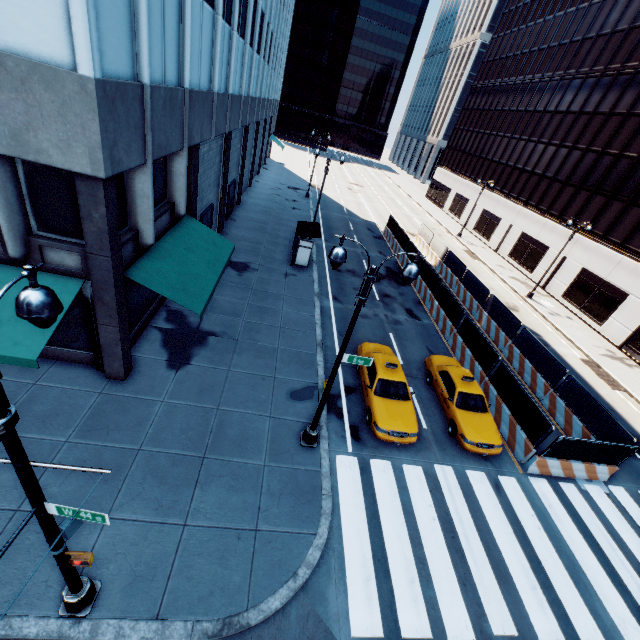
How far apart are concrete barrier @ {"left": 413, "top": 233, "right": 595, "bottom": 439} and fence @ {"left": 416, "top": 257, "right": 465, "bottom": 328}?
0.0 meters

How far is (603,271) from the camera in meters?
27.7

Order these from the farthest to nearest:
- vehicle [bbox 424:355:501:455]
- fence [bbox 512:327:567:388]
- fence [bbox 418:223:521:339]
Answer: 1. fence [bbox 418:223:521:339]
2. fence [bbox 512:327:567:388]
3. vehicle [bbox 424:355:501:455]

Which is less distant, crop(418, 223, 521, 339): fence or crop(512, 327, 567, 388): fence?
crop(512, 327, 567, 388): fence

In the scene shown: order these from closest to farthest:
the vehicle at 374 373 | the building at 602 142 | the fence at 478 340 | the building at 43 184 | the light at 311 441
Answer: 1. the building at 43 184
2. the light at 311 441
3. the vehicle at 374 373
4. the fence at 478 340
5. the building at 602 142

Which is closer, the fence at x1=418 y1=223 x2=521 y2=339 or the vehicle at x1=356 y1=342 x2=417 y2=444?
the vehicle at x1=356 y1=342 x2=417 y2=444

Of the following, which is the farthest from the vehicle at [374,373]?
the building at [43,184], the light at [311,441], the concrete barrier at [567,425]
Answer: the building at [43,184]

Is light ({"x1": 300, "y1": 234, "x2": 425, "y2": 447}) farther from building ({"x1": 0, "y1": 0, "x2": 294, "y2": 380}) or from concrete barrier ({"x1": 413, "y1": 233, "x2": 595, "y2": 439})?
concrete barrier ({"x1": 413, "y1": 233, "x2": 595, "y2": 439})
